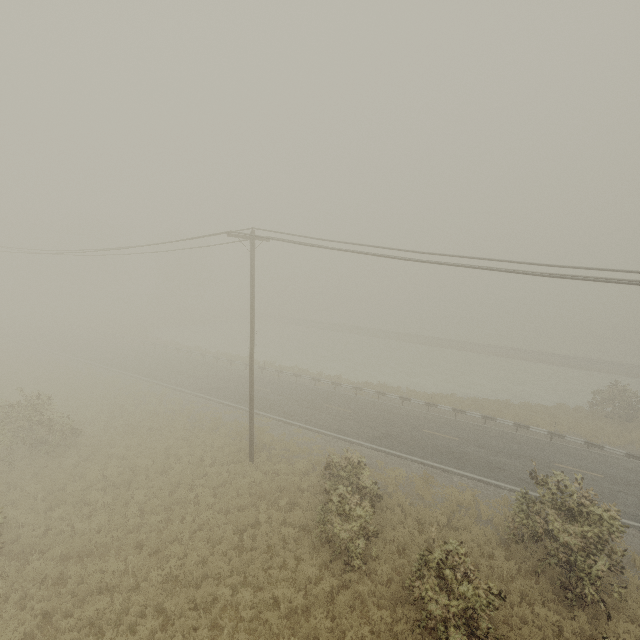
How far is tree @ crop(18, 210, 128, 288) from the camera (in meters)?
27.79

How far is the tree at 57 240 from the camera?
27.8 meters

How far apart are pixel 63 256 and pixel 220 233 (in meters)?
59.70
